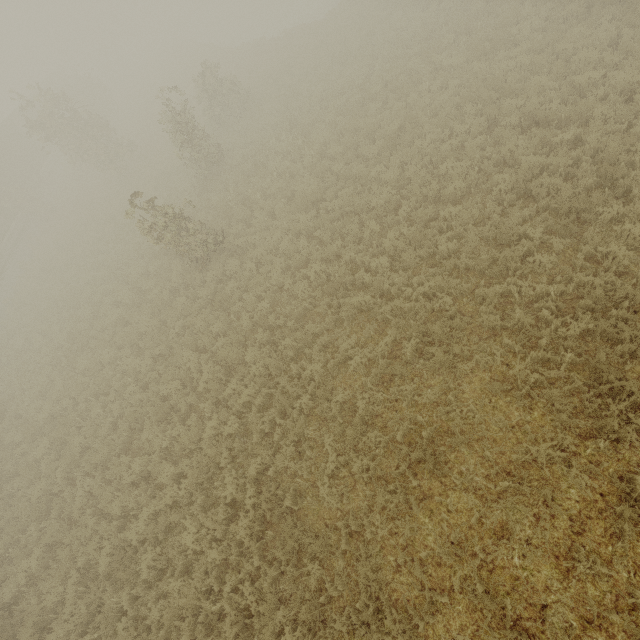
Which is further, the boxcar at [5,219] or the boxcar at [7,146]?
the boxcar at [7,146]

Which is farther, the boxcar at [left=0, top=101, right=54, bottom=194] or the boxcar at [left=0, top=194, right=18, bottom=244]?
the boxcar at [left=0, top=101, right=54, bottom=194]

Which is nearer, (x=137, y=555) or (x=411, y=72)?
(x=137, y=555)
